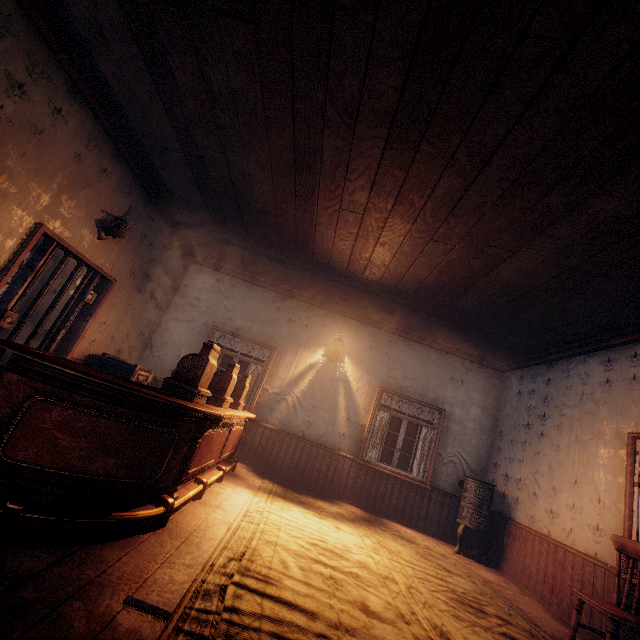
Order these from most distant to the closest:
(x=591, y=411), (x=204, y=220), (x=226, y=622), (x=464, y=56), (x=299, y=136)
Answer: (x=204, y=220)
(x=591, y=411)
(x=299, y=136)
(x=464, y=56)
(x=226, y=622)

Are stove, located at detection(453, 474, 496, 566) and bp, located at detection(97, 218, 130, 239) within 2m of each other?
no

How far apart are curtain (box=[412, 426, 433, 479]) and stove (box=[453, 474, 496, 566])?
0.7m

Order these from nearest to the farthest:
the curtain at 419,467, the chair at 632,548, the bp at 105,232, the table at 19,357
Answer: the table at 19,357 < the chair at 632,548 < the bp at 105,232 < the curtain at 419,467

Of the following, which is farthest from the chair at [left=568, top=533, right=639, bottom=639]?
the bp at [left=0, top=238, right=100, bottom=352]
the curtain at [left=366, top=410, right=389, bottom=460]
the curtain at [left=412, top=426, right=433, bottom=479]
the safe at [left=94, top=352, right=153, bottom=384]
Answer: the bp at [left=0, top=238, right=100, bottom=352]

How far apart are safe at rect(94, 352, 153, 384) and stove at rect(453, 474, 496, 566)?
6.2m

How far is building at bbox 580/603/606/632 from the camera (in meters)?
3.68

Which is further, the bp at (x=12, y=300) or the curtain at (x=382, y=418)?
the curtain at (x=382, y=418)
